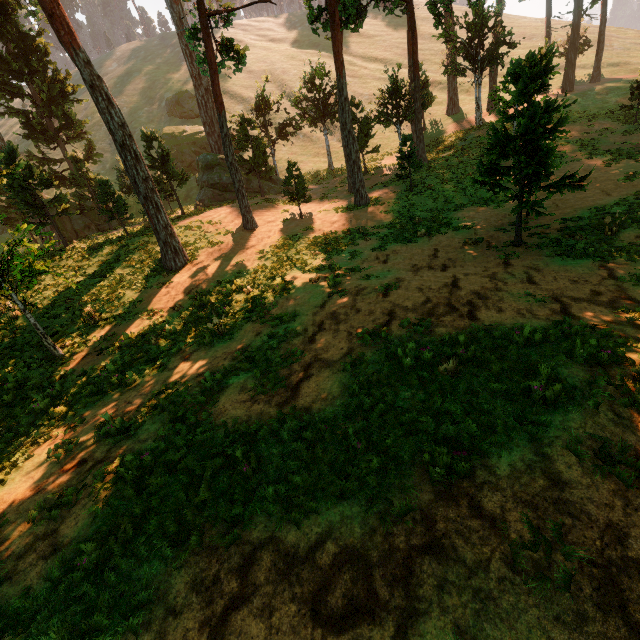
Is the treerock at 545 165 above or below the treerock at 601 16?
below

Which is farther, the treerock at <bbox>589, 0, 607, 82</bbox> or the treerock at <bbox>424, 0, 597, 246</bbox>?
the treerock at <bbox>589, 0, 607, 82</bbox>

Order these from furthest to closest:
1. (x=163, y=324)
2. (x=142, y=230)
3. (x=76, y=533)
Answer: (x=142, y=230), (x=163, y=324), (x=76, y=533)

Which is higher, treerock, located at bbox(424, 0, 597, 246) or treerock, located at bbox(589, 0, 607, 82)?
treerock, located at bbox(589, 0, 607, 82)

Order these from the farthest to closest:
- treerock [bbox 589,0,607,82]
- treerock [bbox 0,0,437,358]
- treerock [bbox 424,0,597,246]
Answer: treerock [bbox 589,0,607,82], treerock [bbox 0,0,437,358], treerock [bbox 424,0,597,246]

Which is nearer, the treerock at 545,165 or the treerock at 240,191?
the treerock at 545,165
